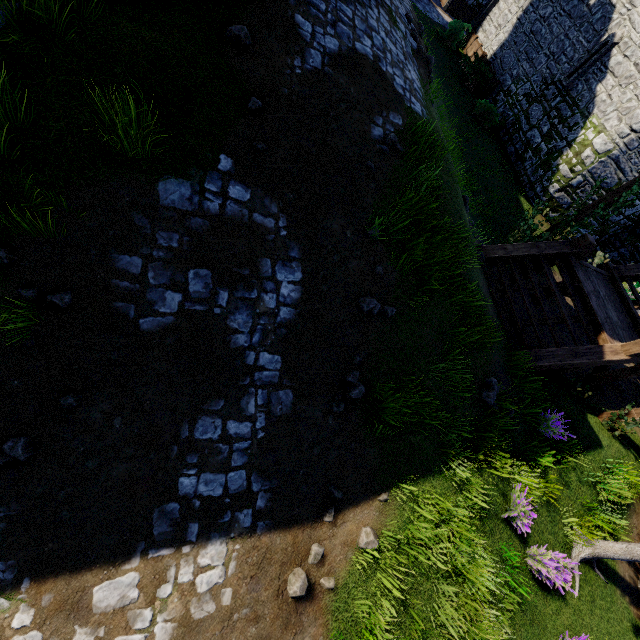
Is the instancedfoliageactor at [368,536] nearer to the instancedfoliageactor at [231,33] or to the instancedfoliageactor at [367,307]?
the instancedfoliageactor at [367,307]

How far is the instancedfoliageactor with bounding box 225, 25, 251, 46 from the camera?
4.8m

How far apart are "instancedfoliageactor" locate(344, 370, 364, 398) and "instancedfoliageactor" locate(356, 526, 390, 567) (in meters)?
1.90

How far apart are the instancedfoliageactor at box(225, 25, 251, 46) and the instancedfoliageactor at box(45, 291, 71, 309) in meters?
4.3 m

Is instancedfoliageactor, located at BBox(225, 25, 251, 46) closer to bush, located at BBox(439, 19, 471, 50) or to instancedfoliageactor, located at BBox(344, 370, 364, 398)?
instancedfoliageactor, located at BBox(344, 370, 364, 398)

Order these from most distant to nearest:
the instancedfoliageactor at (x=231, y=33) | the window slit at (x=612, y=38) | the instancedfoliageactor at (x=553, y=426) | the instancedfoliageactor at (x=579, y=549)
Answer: the window slit at (x=612, y=38)
the instancedfoliageactor at (x=553, y=426)
the instancedfoliageactor at (x=579, y=549)
the instancedfoliageactor at (x=231, y=33)

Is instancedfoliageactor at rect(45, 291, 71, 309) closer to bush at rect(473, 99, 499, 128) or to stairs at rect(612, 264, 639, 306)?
stairs at rect(612, 264, 639, 306)

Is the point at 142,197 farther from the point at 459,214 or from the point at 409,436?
the point at 459,214
